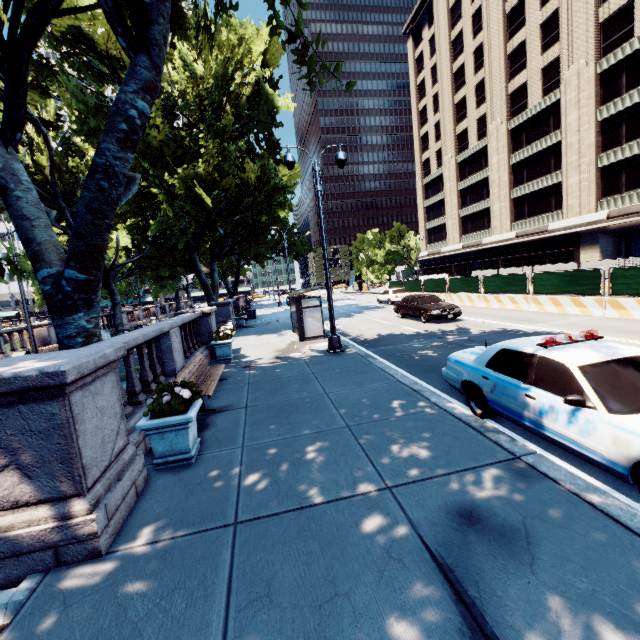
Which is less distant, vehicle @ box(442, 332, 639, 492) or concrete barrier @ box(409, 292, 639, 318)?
vehicle @ box(442, 332, 639, 492)

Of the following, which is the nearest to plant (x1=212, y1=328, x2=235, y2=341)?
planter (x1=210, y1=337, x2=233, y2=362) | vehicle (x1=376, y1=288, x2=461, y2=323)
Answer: planter (x1=210, y1=337, x2=233, y2=362)

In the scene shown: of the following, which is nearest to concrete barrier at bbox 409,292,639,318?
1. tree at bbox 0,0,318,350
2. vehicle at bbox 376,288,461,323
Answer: vehicle at bbox 376,288,461,323

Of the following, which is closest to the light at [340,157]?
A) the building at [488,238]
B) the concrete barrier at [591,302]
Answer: the concrete barrier at [591,302]

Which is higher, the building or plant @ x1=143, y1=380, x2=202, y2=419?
the building

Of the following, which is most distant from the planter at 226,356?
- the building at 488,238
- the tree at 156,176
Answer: the building at 488,238

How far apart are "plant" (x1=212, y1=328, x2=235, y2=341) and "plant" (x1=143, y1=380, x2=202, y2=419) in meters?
6.9

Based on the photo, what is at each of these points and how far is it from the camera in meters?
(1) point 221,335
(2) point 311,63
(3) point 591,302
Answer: (1) plant, 12.3
(2) tree, 6.2
(3) concrete barrier, 14.8
